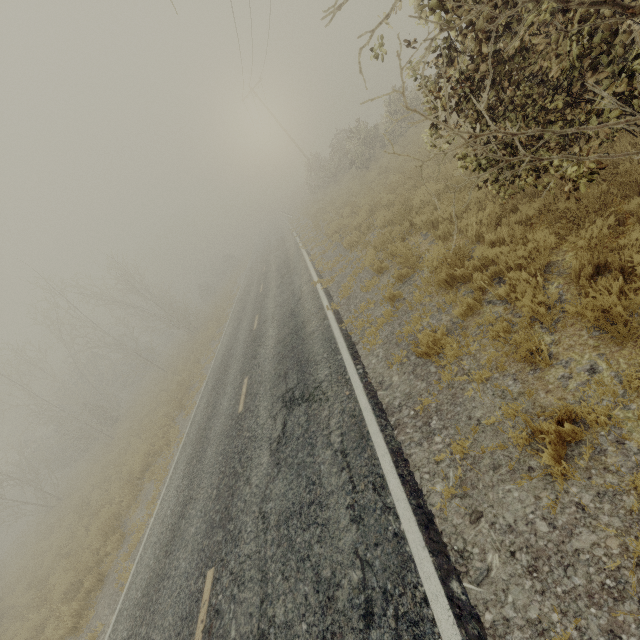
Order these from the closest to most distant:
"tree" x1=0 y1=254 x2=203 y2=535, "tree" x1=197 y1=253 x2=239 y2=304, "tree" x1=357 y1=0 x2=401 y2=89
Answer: "tree" x1=357 y1=0 x2=401 y2=89
"tree" x1=0 y1=254 x2=203 y2=535
"tree" x1=197 y1=253 x2=239 y2=304

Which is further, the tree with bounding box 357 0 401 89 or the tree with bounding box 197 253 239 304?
the tree with bounding box 197 253 239 304

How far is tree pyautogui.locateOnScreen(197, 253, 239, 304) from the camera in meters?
47.6

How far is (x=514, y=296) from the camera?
4.4m

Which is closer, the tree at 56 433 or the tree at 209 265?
the tree at 56 433

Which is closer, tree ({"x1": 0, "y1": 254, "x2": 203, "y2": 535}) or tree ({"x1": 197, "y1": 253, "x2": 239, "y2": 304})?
tree ({"x1": 0, "y1": 254, "x2": 203, "y2": 535})

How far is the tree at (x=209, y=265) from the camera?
47.56m
